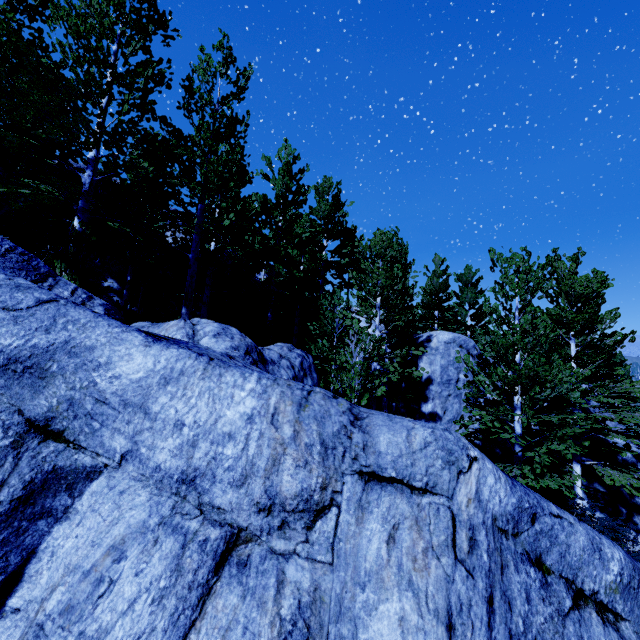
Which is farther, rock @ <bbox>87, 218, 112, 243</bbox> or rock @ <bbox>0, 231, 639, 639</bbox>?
rock @ <bbox>87, 218, 112, 243</bbox>

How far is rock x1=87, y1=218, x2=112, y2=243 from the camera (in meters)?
12.87

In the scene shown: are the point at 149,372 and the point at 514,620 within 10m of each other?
yes

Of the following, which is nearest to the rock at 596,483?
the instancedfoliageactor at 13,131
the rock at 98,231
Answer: the instancedfoliageactor at 13,131

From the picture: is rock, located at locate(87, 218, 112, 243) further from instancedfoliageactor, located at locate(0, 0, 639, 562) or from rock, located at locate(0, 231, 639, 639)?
rock, located at locate(0, 231, 639, 639)

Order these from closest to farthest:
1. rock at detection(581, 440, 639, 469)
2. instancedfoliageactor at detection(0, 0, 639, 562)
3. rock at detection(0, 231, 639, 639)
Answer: rock at detection(0, 231, 639, 639), instancedfoliageactor at detection(0, 0, 639, 562), rock at detection(581, 440, 639, 469)
